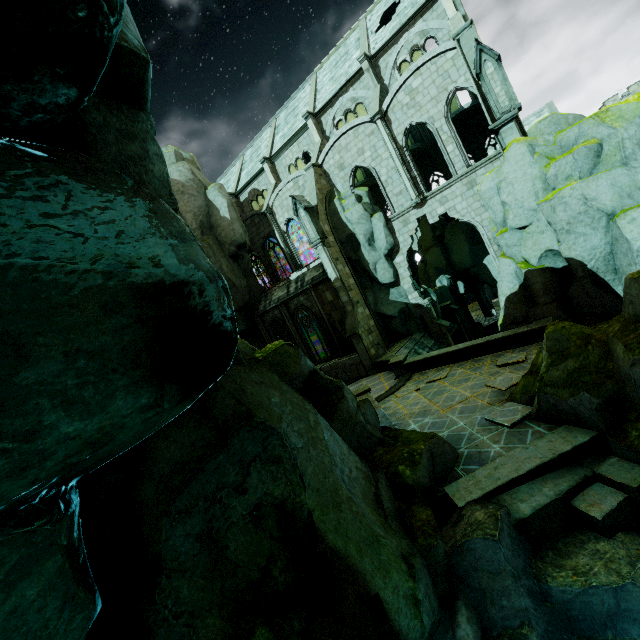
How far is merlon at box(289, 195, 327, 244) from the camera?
21.3m

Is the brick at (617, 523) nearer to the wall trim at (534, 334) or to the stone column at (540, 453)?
the stone column at (540, 453)

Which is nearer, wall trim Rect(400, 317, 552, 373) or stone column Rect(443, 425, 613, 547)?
stone column Rect(443, 425, 613, 547)

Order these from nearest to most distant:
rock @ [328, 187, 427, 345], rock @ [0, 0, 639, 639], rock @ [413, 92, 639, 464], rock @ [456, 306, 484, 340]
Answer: rock @ [0, 0, 639, 639] < rock @ [413, 92, 639, 464] < rock @ [328, 187, 427, 345] < rock @ [456, 306, 484, 340]

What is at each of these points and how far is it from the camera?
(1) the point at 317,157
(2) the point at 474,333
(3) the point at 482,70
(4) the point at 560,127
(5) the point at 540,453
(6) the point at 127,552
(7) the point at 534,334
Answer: (1) building, 25.08m
(2) rock, 33.12m
(3) merlon, 14.30m
(4) rock, 13.13m
(5) stone column, 7.55m
(6) rock, 4.41m
(7) wall trim, 14.05m

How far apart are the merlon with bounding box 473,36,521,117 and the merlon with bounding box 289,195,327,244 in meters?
11.0

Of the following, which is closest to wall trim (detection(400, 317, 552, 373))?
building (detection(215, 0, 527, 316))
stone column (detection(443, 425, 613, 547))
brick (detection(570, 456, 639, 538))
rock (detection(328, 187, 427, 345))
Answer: rock (detection(328, 187, 427, 345))

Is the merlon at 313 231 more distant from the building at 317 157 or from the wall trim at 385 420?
the wall trim at 385 420
